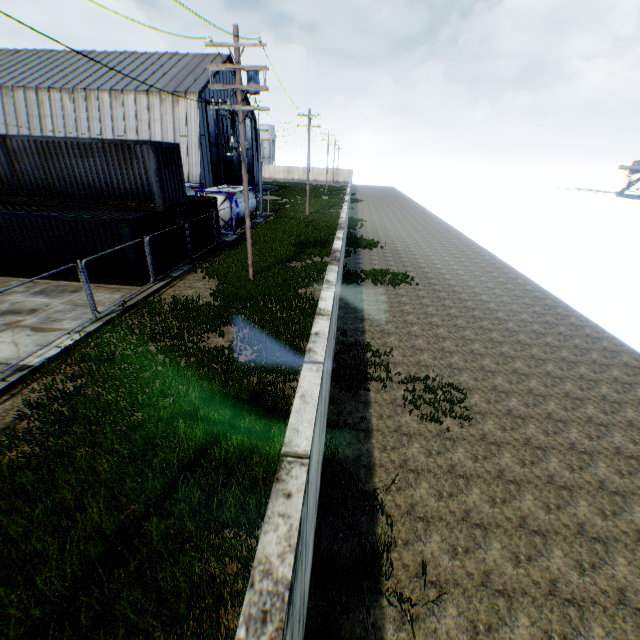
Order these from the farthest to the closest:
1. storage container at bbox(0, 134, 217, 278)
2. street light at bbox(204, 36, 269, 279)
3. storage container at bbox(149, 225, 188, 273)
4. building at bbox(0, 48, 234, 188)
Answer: building at bbox(0, 48, 234, 188)
storage container at bbox(149, 225, 188, 273)
storage container at bbox(0, 134, 217, 278)
street light at bbox(204, 36, 269, 279)

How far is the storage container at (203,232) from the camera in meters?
20.0 m

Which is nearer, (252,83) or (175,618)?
(175,618)

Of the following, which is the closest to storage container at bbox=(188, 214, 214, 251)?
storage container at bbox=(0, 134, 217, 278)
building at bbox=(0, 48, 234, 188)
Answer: storage container at bbox=(0, 134, 217, 278)

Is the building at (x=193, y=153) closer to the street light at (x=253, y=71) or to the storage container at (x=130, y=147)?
the storage container at (x=130, y=147)

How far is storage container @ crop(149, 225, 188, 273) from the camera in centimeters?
1551cm

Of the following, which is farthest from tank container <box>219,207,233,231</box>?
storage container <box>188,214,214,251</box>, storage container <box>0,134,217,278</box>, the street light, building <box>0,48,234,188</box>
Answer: the street light

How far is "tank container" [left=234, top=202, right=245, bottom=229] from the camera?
25.8m
